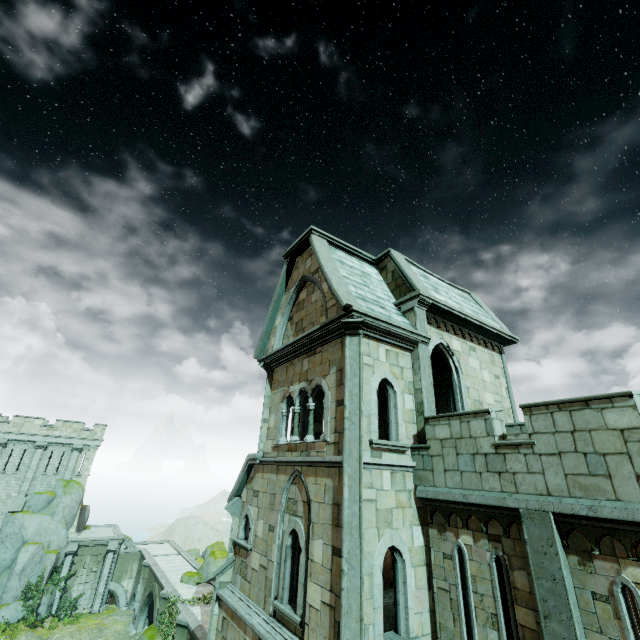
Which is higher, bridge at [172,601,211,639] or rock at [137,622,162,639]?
bridge at [172,601,211,639]

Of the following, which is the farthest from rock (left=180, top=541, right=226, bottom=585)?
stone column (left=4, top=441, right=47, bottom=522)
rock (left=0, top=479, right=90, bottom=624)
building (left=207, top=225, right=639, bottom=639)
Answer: building (left=207, top=225, right=639, bottom=639)

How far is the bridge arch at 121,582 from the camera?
32.34m

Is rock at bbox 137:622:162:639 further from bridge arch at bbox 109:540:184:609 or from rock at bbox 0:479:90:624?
rock at bbox 0:479:90:624

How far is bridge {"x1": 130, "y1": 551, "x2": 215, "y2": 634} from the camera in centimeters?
2395cm

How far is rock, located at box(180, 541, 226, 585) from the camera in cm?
2619

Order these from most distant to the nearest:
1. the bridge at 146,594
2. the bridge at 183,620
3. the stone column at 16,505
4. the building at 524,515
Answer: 1. the stone column at 16,505
2. the bridge at 146,594
3. the bridge at 183,620
4. the building at 524,515

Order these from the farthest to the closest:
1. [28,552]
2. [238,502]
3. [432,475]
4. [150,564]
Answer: [150,564], [28,552], [238,502], [432,475]
